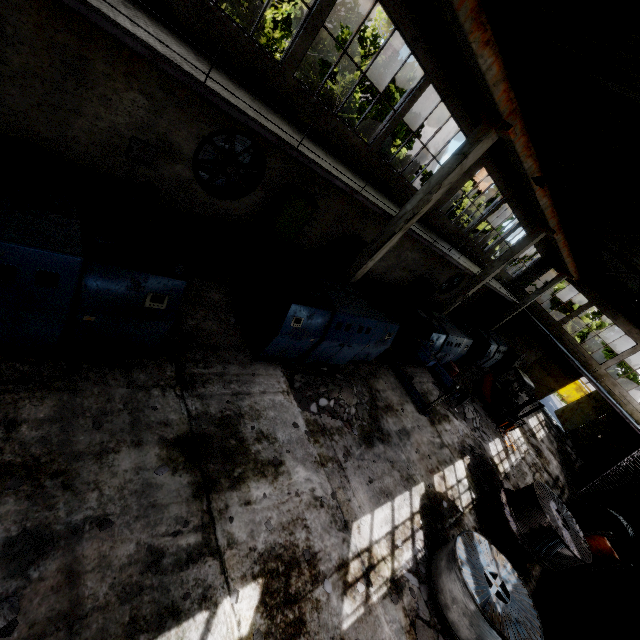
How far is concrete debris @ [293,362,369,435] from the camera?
8.3m

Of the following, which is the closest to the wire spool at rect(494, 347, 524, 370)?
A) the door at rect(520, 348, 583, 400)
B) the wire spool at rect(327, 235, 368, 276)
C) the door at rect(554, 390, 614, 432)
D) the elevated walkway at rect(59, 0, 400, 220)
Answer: the elevated walkway at rect(59, 0, 400, 220)

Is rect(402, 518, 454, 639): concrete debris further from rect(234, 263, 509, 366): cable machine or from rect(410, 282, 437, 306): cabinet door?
rect(410, 282, 437, 306): cabinet door

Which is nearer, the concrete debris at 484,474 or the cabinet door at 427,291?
the concrete debris at 484,474

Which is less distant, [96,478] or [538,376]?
[96,478]

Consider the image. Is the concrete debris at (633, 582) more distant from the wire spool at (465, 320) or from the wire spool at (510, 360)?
the wire spool at (465, 320)

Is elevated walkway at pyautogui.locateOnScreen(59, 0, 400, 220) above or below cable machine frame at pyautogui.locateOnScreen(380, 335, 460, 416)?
above

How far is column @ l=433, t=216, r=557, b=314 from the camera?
Answer: 15.6 meters
